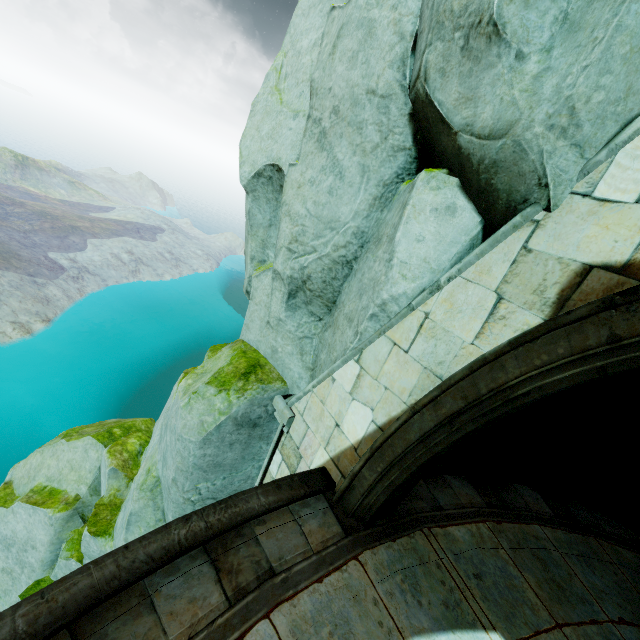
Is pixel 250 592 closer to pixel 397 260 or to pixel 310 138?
pixel 397 260

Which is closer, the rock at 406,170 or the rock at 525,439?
the rock at 406,170

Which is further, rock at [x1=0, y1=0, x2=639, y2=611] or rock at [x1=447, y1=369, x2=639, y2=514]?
rock at [x1=447, y1=369, x2=639, y2=514]

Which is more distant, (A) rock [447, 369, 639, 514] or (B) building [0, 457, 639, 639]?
(A) rock [447, 369, 639, 514]

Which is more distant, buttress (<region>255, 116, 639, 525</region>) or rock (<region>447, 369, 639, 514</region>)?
rock (<region>447, 369, 639, 514</region>)

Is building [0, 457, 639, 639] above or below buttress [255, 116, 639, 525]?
below

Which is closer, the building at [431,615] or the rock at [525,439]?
the building at [431,615]
